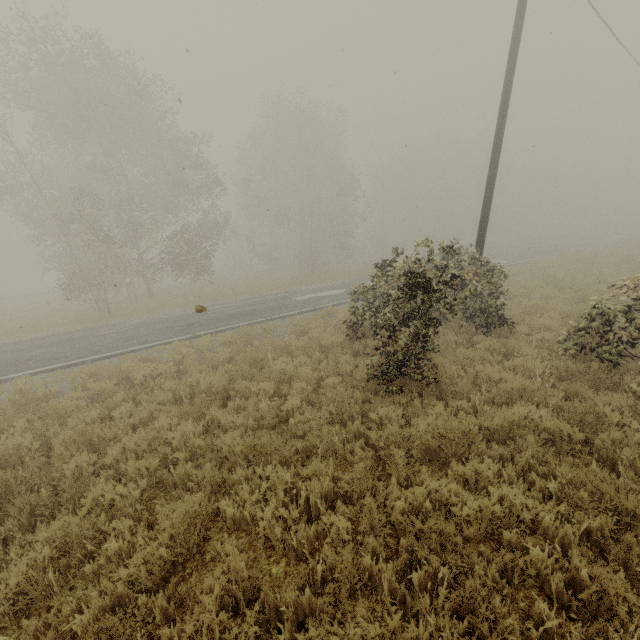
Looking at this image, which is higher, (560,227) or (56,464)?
(560,227)
